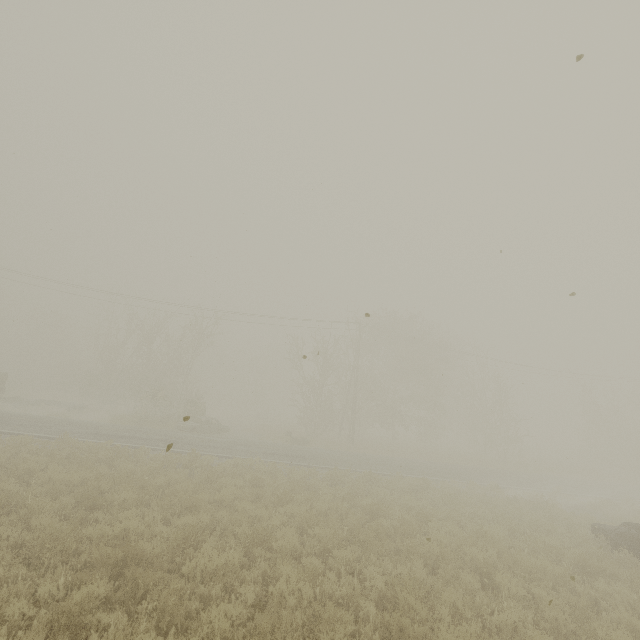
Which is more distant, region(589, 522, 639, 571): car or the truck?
the truck

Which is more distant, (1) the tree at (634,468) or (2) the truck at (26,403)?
(1) the tree at (634,468)

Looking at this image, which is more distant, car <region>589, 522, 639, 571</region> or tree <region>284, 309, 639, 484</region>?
tree <region>284, 309, 639, 484</region>

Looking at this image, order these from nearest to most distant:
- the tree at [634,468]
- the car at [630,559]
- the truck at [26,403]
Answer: the car at [630,559], the truck at [26,403], the tree at [634,468]

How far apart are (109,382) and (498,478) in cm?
4266

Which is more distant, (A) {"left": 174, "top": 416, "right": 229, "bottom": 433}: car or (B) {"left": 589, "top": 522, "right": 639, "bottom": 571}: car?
(A) {"left": 174, "top": 416, "right": 229, "bottom": 433}: car

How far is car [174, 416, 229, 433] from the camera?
24.62m

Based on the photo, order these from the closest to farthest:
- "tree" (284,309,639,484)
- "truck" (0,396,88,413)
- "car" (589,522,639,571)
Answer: "car" (589,522,639,571)
"truck" (0,396,88,413)
"tree" (284,309,639,484)
